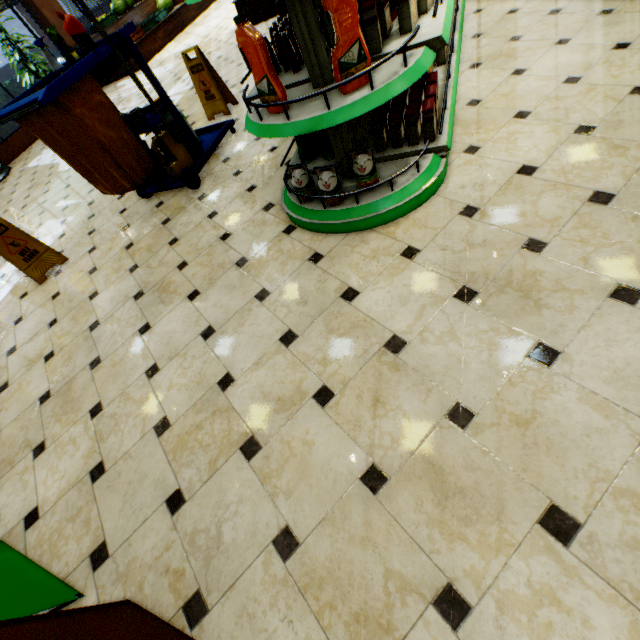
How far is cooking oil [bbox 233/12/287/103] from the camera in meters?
1.5

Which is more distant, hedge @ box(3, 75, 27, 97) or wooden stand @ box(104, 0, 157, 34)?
wooden stand @ box(104, 0, 157, 34)

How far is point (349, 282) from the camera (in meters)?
1.95

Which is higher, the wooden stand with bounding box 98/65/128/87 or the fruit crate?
the fruit crate

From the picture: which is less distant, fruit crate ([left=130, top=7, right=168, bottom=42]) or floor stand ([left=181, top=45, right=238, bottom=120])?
Answer: floor stand ([left=181, top=45, right=238, bottom=120])

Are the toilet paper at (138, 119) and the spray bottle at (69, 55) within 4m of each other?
yes

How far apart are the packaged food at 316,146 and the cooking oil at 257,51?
0.4 meters

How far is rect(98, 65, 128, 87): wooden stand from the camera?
9.05m
